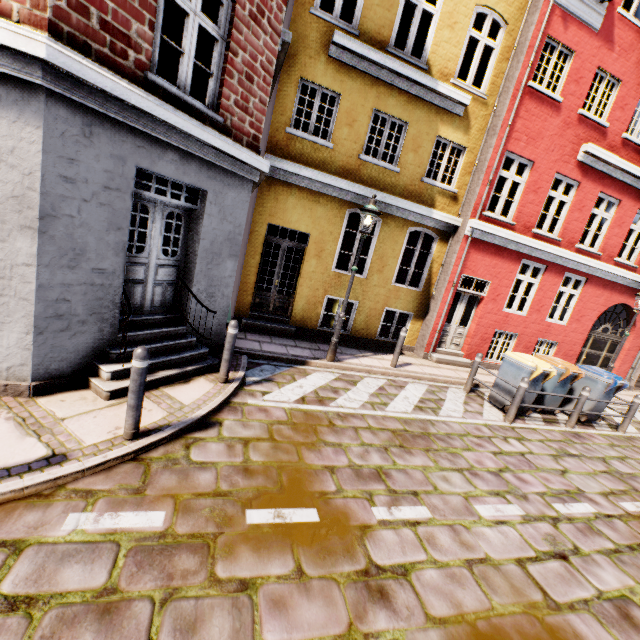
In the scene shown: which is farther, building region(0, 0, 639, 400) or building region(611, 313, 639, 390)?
building region(611, 313, 639, 390)

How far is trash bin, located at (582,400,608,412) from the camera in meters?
8.2 m

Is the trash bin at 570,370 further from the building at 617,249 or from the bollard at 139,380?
the building at 617,249

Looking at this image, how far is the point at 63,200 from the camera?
3.65m

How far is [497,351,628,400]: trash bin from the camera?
7.32m

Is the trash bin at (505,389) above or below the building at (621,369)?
below

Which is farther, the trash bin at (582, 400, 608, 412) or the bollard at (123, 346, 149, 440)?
the trash bin at (582, 400, 608, 412)

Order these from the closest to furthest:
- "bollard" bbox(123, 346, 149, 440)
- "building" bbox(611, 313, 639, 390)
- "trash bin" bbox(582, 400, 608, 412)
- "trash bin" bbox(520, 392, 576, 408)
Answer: "bollard" bbox(123, 346, 149, 440) < "trash bin" bbox(520, 392, 576, 408) < "trash bin" bbox(582, 400, 608, 412) < "building" bbox(611, 313, 639, 390)
